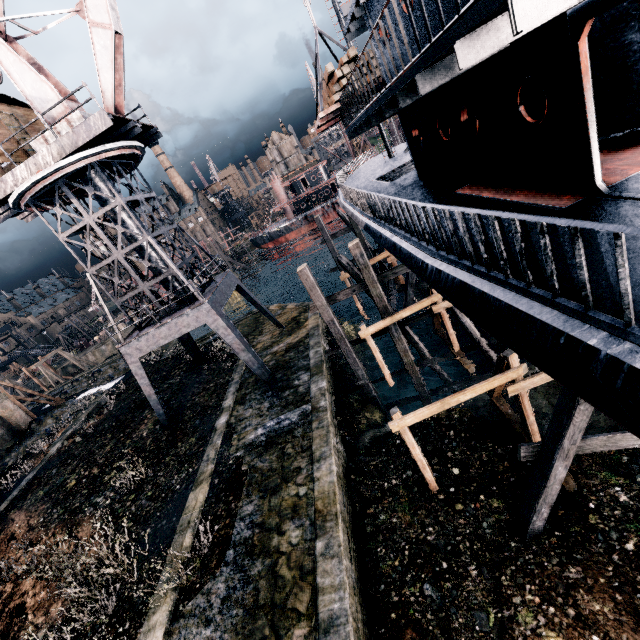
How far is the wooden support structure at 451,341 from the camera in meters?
15.1

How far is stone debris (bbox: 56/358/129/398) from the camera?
35.11m

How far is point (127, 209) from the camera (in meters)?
15.73

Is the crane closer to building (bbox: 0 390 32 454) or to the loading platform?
the loading platform

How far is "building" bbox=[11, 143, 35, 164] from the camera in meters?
15.1

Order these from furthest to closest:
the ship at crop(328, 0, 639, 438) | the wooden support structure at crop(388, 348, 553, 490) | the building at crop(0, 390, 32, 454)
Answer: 1. the building at crop(0, 390, 32, 454)
2. the wooden support structure at crop(388, 348, 553, 490)
3. the ship at crop(328, 0, 639, 438)

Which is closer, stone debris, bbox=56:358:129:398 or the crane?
the crane

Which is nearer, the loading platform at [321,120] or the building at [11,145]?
the loading platform at [321,120]
